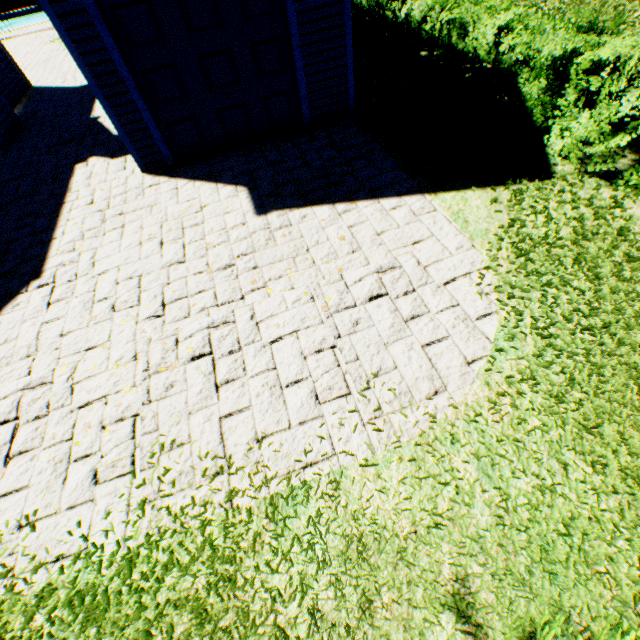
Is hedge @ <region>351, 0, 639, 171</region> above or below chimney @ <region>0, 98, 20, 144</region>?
above

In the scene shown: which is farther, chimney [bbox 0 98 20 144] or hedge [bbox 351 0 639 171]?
chimney [bbox 0 98 20 144]

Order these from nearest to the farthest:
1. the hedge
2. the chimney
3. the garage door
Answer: the hedge, the garage door, the chimney

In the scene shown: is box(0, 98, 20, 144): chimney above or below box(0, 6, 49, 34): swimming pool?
above

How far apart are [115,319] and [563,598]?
5.9m

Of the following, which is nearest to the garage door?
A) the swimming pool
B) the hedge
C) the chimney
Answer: the hedge

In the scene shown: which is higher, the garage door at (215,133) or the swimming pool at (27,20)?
the garage door at (215,133)

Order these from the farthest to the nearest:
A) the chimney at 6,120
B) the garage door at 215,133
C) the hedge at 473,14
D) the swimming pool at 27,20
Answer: the swimming pool at 27,20
the chimney at 6,120
the garage door at 215,133
the hedge at 473,14
